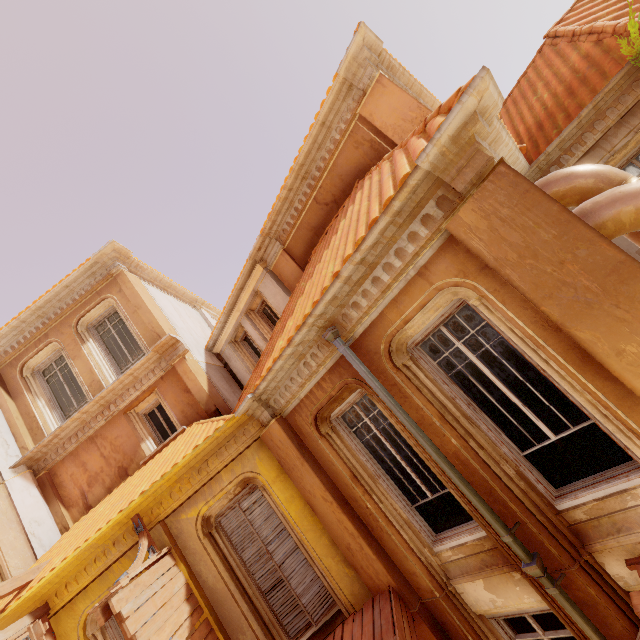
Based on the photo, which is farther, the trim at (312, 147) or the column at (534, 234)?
the trim at (312, 147)

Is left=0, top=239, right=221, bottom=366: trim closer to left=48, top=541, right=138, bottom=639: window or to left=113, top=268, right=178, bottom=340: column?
left=113, top=268, right=178, bottom=340: column

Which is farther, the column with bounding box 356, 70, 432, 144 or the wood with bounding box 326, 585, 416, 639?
the column with bounding box 356, 70, 432, 144

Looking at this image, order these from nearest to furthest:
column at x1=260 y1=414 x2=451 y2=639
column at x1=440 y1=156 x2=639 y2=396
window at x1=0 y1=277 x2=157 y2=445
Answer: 1. column at x1=440 y1=156 x2=639 y2=396
2. column at x1=260 y1=414 x2=451 y2=639
3. window at x1=0 y1=277 x2=157 y2=445

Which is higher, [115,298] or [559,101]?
[115,298]

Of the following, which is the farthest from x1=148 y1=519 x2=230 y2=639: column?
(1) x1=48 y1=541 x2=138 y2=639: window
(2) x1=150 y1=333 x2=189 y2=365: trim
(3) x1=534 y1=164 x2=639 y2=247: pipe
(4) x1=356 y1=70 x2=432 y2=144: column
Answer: (4) x1=356 y1=70 x2=432 y2=144: column

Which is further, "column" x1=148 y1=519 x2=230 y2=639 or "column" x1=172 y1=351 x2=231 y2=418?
"column" x1=172 y1=351 x2=231 y2=418

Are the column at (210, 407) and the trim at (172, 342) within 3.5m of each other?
yes
